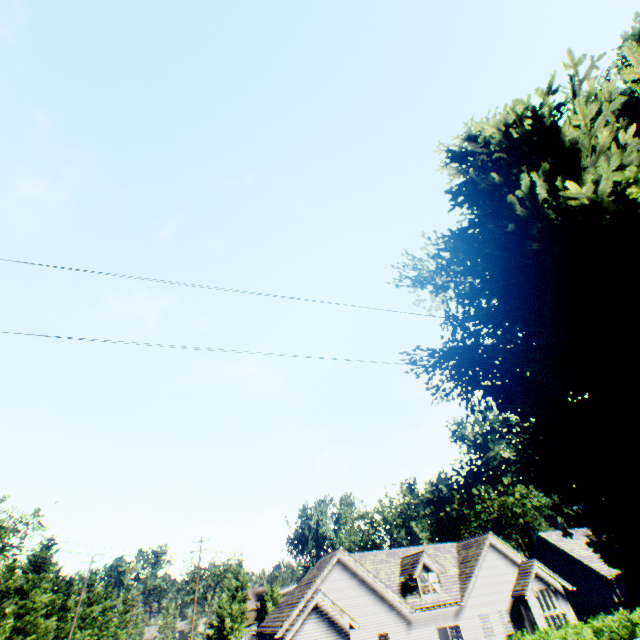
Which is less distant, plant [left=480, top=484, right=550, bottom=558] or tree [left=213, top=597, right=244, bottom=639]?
tree [left=213, top=597, right=244, bottom=639]

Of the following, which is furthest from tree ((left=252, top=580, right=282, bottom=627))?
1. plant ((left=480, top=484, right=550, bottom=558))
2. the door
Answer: the door

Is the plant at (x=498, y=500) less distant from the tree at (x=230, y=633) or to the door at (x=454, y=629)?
the tree at (x=230, y=633)

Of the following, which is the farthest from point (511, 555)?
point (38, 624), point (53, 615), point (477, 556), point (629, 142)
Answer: point (53, 615)

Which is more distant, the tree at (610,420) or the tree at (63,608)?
the tree at (63,608)

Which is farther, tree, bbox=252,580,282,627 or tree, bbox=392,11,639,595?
tree, bbox=252,580,282,627

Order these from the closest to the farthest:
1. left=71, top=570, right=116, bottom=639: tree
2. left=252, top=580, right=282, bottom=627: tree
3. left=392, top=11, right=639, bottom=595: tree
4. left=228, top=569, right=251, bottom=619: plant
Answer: left=392, top=11, right=639, bottom=595: tree < left=71, top=570, right=116, bottom=639: tree < left=252, top=580, right=282, bottom=627: tree < left=228, top=569, right=251, bottom=619: plant
